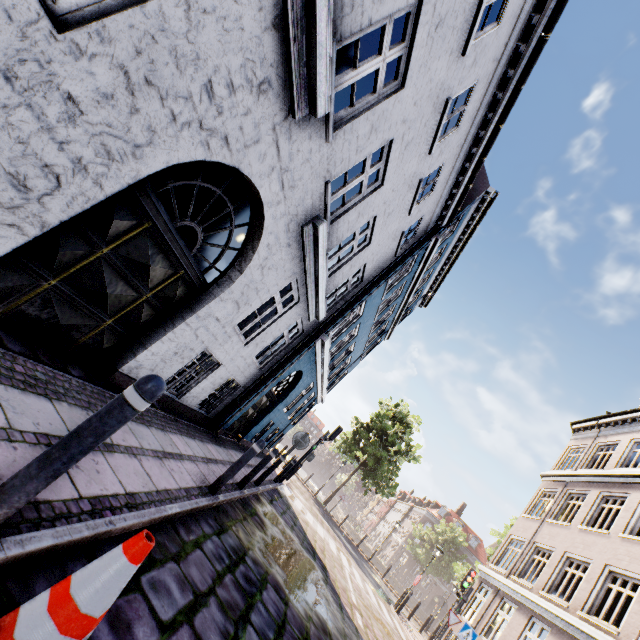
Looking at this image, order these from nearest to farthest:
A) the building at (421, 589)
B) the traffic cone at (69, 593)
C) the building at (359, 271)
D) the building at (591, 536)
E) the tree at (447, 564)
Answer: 1. the traffic cone at (69, 593)
2. the building at (359, 271)
3. the building at (591, 536)
4. the tree at (447, 564)
5. the building at (421, 589)

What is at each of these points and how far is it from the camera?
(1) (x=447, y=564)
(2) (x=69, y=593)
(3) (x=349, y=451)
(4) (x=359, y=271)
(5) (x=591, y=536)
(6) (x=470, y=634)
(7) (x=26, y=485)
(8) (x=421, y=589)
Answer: (1) tree, 41.0 meters
(2) traffic cone, 1.5 meters
(3) tree, 27.8 meters
(4) building, 10.2 meters
(5) building, 12.1 meters
(6) sign, 10.3 meters
(7) bollard, 1.7 meters
(8) building, 48.4 meters

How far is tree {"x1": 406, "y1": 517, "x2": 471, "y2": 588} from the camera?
39.5m

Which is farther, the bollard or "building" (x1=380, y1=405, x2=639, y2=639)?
"building" (x1=380, y1=405, x2=639, y2=639)

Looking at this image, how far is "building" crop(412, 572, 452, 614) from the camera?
47.7 meters

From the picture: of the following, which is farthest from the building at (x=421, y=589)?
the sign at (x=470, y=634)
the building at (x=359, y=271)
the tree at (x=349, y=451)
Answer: the sign at (x=470, y=634)

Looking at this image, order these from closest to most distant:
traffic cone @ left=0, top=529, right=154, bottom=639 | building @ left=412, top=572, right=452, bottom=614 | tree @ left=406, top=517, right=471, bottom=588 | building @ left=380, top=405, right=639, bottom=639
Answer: traffic cone @ left=0, top=529, right=154, bottom=639
building @ left=380, top=405, right=639, bottom=639
tree @ left=406, top=517, right=471, bottom=588
building @ left=412, top=572, right=452, bottom=614
